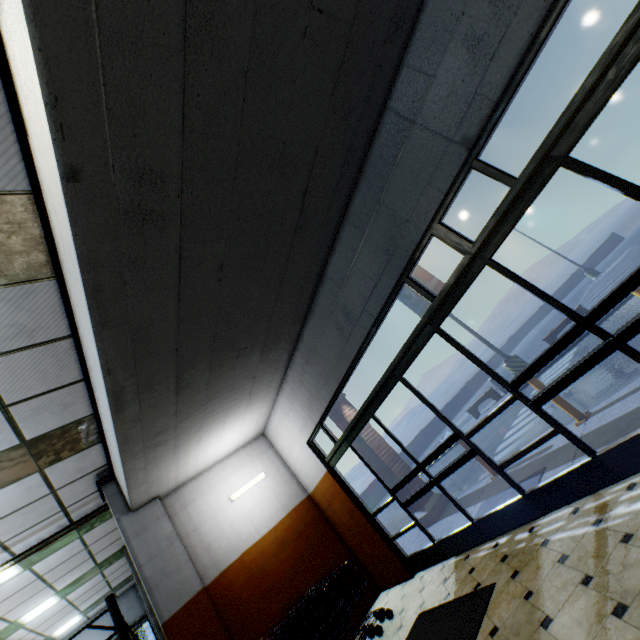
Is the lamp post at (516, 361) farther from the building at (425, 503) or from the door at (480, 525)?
the door at (480, 525)

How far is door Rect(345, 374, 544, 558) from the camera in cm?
389

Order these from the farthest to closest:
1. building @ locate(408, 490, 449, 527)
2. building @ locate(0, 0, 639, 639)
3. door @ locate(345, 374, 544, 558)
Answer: building @ locate(408, 490, 449, 527) < door @ locate(345, 374, 544, 558) < building @ locate(0, 0, 639, 639)

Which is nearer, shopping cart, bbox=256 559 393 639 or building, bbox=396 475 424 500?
shopping cart, bbox=256 559 393 639

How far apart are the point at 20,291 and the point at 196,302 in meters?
1.7

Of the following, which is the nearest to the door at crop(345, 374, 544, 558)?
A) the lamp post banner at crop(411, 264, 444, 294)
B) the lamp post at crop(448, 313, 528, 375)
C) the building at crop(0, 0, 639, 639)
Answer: the building at crop(0, 0, 639, 639)

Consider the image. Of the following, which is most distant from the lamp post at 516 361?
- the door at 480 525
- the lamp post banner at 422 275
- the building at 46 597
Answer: the door at 480 525

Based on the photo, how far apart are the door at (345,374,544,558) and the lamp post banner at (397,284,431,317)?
11.5 meters
